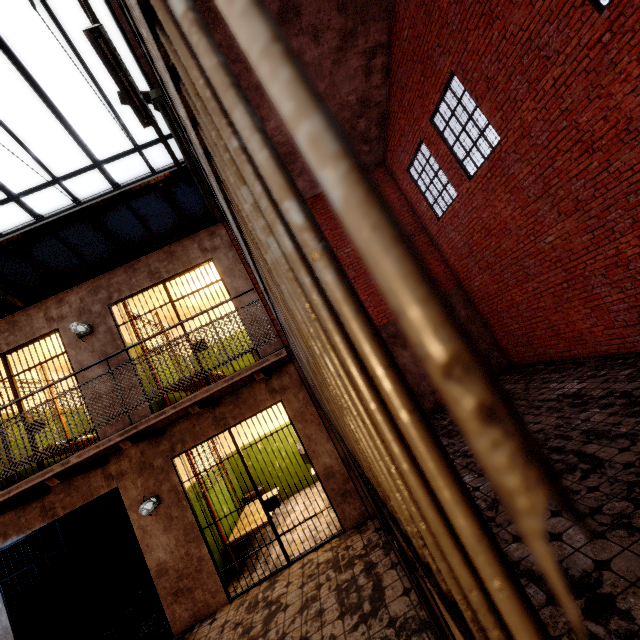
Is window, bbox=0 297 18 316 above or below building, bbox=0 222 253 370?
above

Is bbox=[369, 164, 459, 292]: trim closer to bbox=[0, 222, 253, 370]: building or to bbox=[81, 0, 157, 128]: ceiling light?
bbox=[0, 222, 253, 370]: building

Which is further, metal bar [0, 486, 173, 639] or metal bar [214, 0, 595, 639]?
metal bar [0, 486, 173, 639]

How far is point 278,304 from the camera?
1.2 meters

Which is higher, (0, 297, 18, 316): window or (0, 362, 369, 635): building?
(0, 297, 18, 316): window

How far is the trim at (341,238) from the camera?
10.2 meters

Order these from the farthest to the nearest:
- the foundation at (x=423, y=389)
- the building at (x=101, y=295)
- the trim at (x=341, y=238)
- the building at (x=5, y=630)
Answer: the trim at (x=341, y=238)
the foundation at (x=423, y=389)
the building at (x=101, y=295)
the building at (x=5, y=630)

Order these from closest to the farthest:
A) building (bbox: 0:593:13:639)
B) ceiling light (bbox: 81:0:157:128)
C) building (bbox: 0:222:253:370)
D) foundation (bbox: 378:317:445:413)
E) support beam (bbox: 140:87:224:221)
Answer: ceiling light (bbox: 81:0:157:128) → building (bbox: 0:593:13:639) → building (bbox: 0:222:253:370) → support beam (bbox: 140:87:224:221) → foundation (bbox: 378:317:445:413)
